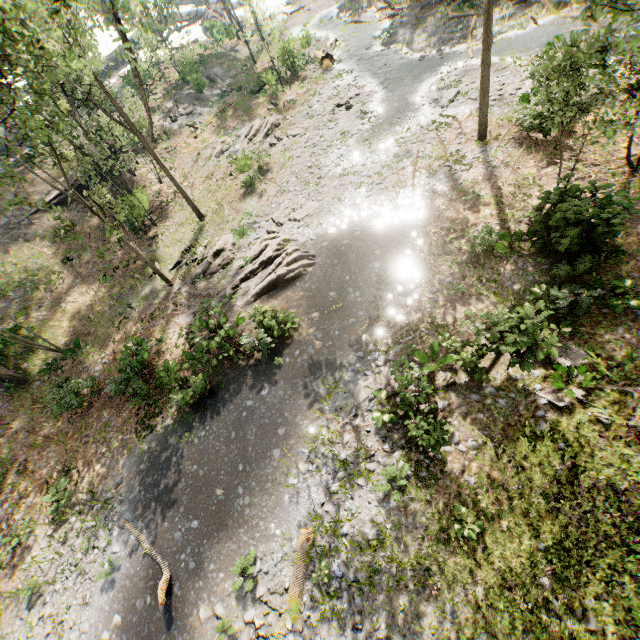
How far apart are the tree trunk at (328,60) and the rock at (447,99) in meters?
14.7

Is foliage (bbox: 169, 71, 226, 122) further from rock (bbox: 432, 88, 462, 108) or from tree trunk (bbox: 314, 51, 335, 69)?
rock (bbox: 432, 88, 462, 108)

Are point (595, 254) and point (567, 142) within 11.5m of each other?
yes

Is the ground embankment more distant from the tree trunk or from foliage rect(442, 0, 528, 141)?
the tree trunk

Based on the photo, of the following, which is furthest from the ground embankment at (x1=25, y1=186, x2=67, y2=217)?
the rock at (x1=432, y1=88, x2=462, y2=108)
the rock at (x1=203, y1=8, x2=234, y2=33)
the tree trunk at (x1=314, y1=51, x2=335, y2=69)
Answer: the rock at (x1=203, y1=8, x2=234, y2=33)

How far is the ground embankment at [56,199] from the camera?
26.6m

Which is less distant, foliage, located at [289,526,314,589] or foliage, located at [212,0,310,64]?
foliage, located at [289,526,314,589]
